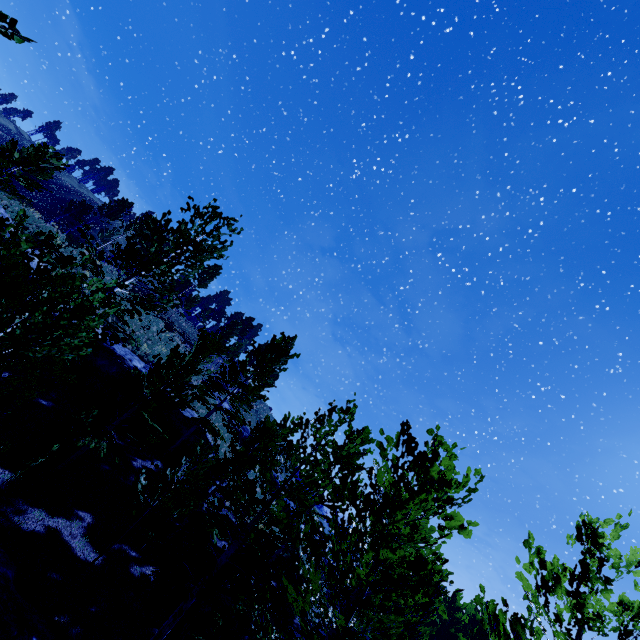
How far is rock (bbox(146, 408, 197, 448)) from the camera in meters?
17.5 m

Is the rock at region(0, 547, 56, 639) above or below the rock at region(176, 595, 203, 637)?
below

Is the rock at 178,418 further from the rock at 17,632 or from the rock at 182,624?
the rock at 17,632

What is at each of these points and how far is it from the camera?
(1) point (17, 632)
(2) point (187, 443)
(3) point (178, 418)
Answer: (1) rock, 6.57m
(2) rock, 18.17m
(3) rock, 18.38m

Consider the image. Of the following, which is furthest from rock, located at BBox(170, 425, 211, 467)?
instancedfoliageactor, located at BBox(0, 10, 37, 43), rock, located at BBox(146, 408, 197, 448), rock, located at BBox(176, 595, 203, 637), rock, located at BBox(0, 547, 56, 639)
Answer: rock, located at BBox(0, 547, 56, 639)

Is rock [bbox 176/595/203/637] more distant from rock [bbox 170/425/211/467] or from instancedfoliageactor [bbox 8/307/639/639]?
rock [bbox 170/425/211/467]

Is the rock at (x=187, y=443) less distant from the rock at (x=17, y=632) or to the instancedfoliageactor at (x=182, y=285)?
the instancedfoliageactor at (x=182, y=285)

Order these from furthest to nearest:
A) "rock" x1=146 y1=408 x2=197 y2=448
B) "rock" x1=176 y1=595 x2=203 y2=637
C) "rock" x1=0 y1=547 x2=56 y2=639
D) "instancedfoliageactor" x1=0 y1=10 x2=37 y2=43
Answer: "rock" x1=146 y1=408 x2=197 y2=448 → "rock" x1=176 y1=595 x2=203 y2=637 → "rock" x1=0 y1=547 x2=56 y2=639 → "instancedfoliageactor" x1=0 y1=10 x2=37 y2=43
